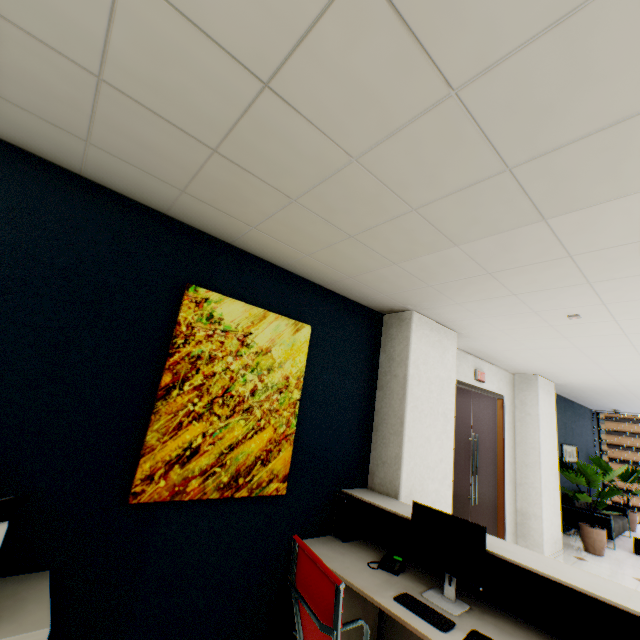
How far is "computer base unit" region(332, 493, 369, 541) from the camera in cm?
287

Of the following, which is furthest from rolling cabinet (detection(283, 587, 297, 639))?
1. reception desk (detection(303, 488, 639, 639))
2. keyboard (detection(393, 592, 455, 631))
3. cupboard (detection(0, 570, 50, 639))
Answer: cupboard (detection(0, 570, 50, 639))

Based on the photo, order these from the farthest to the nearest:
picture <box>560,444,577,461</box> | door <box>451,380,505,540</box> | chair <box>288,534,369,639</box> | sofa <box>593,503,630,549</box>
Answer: picture <box>560,444,577,461</box>
sofa <box>593,503,630,549</box>
door <box>451,380,505,540</box>
chair <box>288,534,369,639</box>

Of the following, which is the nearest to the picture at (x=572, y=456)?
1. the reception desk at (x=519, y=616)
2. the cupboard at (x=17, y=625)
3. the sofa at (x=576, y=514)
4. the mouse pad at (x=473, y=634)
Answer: the sofa at (x=576, y=514)

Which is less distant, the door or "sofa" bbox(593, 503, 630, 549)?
the door

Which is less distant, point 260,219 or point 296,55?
point 296,55

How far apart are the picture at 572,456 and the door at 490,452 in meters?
3.3

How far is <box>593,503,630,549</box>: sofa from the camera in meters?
6.4 m
